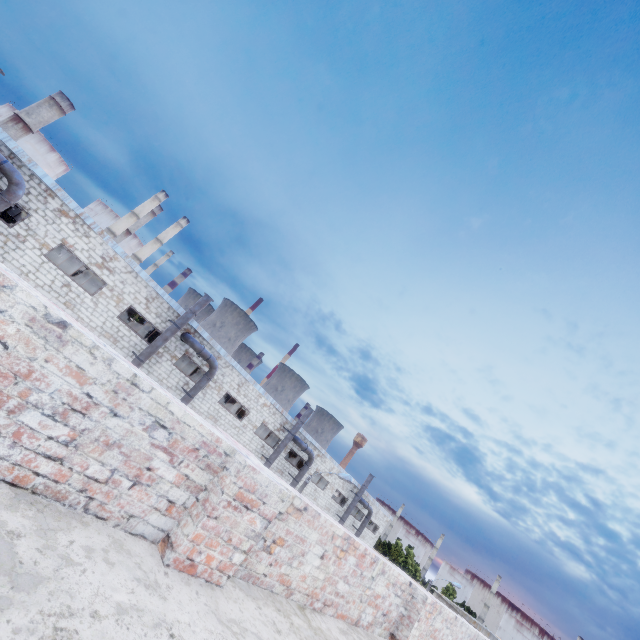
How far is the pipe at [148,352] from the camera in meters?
18.8 m

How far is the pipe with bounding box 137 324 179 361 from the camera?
18.8 meters

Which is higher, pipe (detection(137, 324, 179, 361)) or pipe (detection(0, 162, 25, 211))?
pipe (detection(0, 162, 25, 211))

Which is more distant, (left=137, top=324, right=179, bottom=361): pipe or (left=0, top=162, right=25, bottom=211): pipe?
(left=137, top=324, right=179, bottom=361): pipe

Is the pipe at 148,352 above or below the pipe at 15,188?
below

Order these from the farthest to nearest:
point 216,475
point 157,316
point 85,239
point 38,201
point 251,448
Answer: point 251,448 < point 157,316 < point 85,239 < point 38,201 < point 216,475
